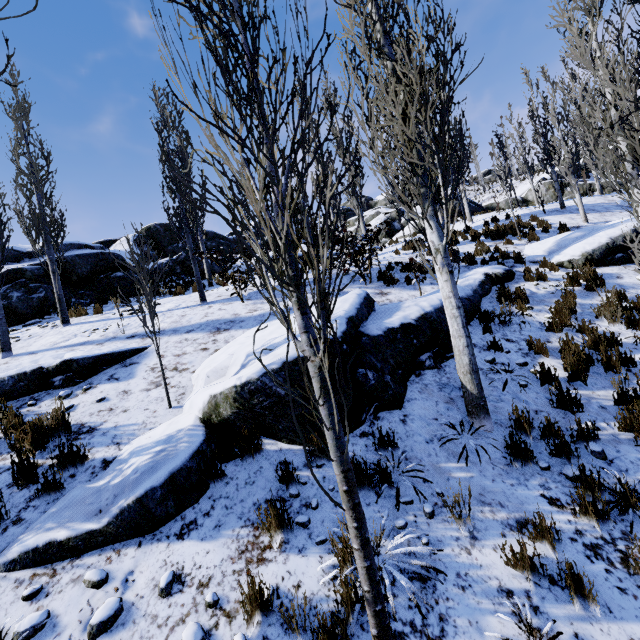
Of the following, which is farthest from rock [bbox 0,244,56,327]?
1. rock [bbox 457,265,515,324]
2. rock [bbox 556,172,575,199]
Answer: rock [bbox 457,265,515,324]

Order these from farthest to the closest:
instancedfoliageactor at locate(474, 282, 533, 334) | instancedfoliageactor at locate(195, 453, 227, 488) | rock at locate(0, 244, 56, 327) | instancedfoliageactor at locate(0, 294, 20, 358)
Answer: rock at locate(0, 244, 56, 327) → instancedfoliageactor at locate(0, 294, 20, 358) → instancedfoliageactor at locate(474, 282, 533, 334) → instancedfoliageactor at locate(195, 453, 227, 488)

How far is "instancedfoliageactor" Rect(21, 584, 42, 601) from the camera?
2.7m

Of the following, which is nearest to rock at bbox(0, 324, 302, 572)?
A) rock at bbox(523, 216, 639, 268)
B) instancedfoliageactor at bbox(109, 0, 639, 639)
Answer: instancedfoliageactor at bbox(109, 0, 639, 639)

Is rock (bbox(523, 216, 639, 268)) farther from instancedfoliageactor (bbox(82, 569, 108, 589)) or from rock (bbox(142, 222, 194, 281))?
rock (bbox(142, 222, 194, 281))

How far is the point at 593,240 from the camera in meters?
9.4 m

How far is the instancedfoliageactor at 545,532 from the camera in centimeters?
263cm
